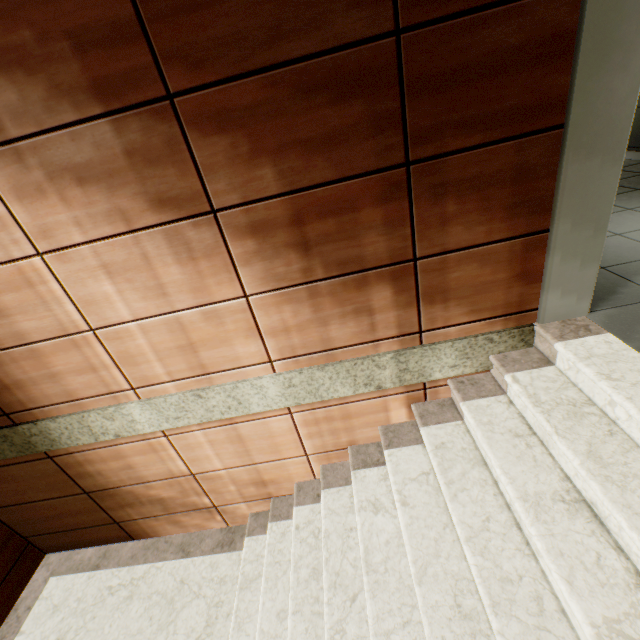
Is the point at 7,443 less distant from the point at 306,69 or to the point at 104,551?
the point at 104,551
